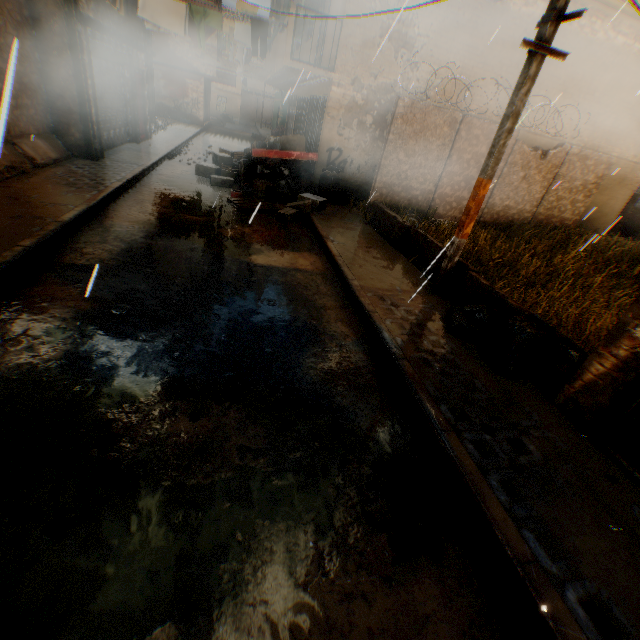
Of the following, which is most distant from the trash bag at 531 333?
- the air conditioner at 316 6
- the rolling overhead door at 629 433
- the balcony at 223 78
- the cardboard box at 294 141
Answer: the balcony at 223 78

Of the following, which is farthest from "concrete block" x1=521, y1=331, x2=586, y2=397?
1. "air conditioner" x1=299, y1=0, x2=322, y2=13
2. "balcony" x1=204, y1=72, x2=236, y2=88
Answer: "balcony" x1=204, y1=72, x2=236, y2=88

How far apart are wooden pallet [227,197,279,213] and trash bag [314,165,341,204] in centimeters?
181cm

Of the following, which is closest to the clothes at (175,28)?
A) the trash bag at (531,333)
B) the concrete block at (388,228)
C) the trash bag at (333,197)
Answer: the concrete block at (388,228)

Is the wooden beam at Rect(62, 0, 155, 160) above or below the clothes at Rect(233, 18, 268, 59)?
below

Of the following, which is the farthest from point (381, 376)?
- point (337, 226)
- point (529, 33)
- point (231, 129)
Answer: point (231, 129)

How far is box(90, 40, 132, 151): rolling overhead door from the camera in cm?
977

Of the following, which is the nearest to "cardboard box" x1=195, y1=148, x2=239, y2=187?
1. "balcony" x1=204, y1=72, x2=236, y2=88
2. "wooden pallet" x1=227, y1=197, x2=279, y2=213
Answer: "balcony" x1=204, y1=72, x2=236, y2=88
